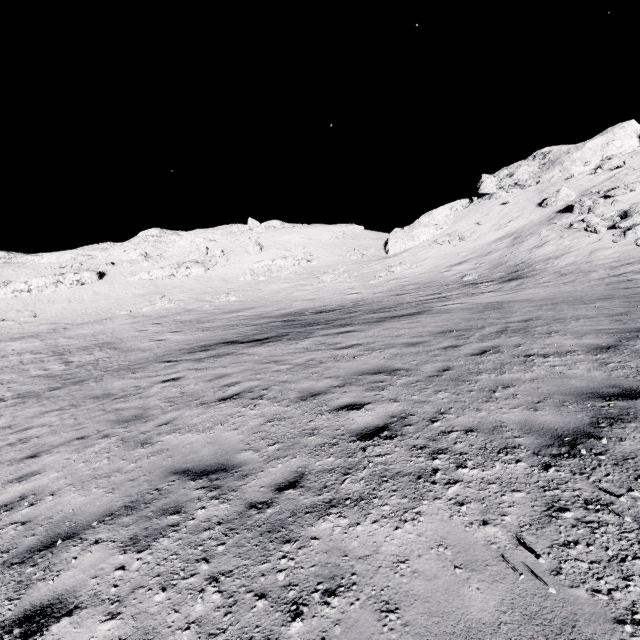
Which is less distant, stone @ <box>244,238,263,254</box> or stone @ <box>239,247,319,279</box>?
stone @ <box>239,247,319,279</box>

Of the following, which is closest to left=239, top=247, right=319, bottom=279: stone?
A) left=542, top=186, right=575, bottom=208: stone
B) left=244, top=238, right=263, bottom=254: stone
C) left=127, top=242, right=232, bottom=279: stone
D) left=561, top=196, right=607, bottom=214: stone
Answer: left=244, top=238, right=263, bottom=254: stone

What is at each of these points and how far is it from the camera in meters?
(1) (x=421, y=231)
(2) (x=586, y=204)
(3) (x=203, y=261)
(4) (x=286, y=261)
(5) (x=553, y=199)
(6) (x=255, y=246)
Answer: (1) stone, 49.2
(2) stone, 30.7
(3) stone, 53.7
(4) stone, 49.4
(5) stone, 36.1
(6) stone, 54.6

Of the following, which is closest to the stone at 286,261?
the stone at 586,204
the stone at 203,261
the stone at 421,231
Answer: the stone at 203,261

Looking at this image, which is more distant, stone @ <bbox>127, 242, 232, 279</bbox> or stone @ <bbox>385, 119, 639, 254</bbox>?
stone @ <bbox>127, 242, 232, 279</bbox>

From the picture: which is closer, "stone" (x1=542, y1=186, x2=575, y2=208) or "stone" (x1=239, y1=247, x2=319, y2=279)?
"stone" (x1=542, y1=186, x2=575, y2=208)

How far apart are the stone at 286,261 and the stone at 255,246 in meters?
3.5

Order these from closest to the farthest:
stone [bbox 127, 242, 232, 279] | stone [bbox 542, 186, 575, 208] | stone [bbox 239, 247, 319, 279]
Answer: stone [bbox 542, 186, 575, 208] < stone [bbox 239, 247, 319, 279] < stone [bbox 127, 242, 232, 279]
